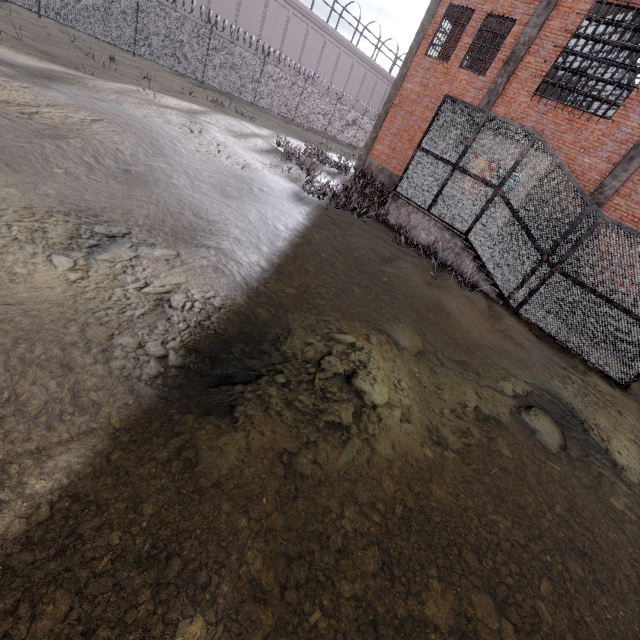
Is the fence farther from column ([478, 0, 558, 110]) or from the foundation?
column ([478, 0, 558, 110])

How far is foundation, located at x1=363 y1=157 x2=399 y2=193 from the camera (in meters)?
17.44

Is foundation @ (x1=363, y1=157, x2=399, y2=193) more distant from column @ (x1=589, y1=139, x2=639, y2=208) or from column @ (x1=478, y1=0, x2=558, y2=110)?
column @ (x1=589, y1=139, x2=639, y2=208)

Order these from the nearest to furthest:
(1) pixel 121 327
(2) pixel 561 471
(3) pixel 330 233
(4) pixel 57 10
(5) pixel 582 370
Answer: (1) pixel 121 327
(2) pixel 561 471
(5) pixel 582 370
(3) pixel 330 233
(4) pixel 57 10

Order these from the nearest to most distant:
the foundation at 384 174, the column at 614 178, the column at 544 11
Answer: the column at 614 178
the column at 544 11
the foundation at 384 174

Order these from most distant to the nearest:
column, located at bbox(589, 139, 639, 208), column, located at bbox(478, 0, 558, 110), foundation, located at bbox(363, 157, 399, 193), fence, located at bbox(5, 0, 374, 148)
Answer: foundation, located at bbox(363, 157, 399, 193), fence, located at bbox(5, 0, 374, 148), column, located at bbox(478, 0, 558, 110), column, located at bbox(589, 139, 639, 208)

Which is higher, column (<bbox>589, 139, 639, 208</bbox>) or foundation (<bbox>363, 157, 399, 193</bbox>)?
column (<bbox>589, 139, 639, 208</bbox>)

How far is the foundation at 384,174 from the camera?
17.4 meters
